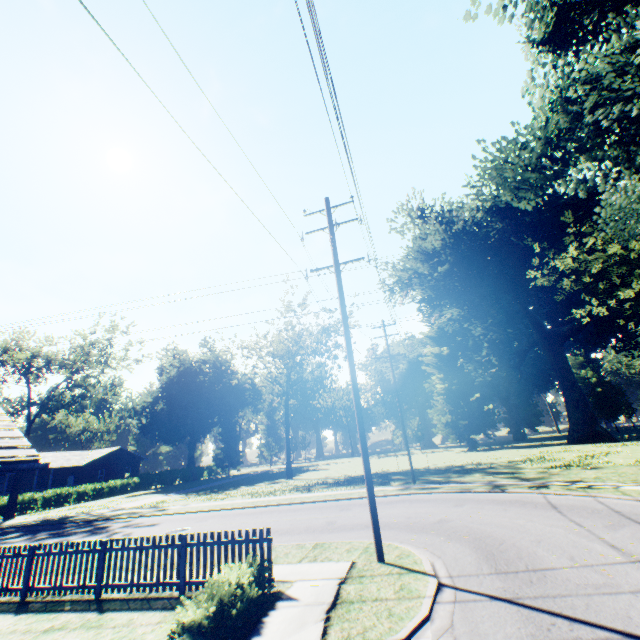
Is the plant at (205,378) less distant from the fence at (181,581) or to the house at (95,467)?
the fence at (181,581)

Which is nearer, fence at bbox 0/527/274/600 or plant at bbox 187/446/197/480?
fence at bbox 0/527/274/600

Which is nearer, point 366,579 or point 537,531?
point 366,579

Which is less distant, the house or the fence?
the fence

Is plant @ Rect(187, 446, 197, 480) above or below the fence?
above

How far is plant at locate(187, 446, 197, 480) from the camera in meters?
58.1

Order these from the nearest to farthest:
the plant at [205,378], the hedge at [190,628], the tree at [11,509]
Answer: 1. the hedge at [190,628]
2. the tree at [11,509]
3. the plant at [205,378]

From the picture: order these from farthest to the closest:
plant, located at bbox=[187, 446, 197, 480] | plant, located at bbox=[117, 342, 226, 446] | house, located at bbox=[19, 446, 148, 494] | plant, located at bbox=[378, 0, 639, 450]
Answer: plant, located at bbox=[187, 446, 197, 480] < plant, located at bbox=[117, 342, 226, 446] < house, located at bbox=[19, 446, 148, 494] < plant, located at bbox=[378, 0, 639, 450]
